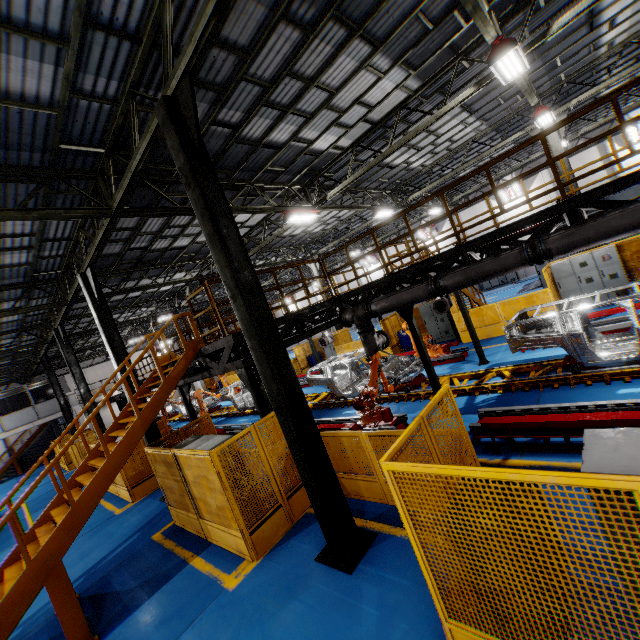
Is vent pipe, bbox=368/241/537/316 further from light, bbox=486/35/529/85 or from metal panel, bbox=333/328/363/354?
light, bbox=486/35/529/85

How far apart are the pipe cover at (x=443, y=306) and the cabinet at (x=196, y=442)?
8.6 meters

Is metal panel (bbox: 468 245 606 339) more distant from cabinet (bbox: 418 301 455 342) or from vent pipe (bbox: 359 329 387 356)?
vent pipe (bbox: 359 329 387 356)

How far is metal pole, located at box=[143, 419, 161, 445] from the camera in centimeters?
1059cm

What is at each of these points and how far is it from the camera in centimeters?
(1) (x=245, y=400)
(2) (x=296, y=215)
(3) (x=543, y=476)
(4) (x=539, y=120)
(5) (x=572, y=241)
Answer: (1) chassis, 1905cm
(2) light, 1211cm
(3) metal panel, 228cm
(4) light, 1227cm
(5) vent pipe, 566cm

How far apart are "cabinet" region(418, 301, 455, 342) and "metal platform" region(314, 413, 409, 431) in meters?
9.1 m

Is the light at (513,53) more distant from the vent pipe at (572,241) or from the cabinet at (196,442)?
the cabinet at (196,442)

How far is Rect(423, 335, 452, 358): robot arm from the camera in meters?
13.3 m
